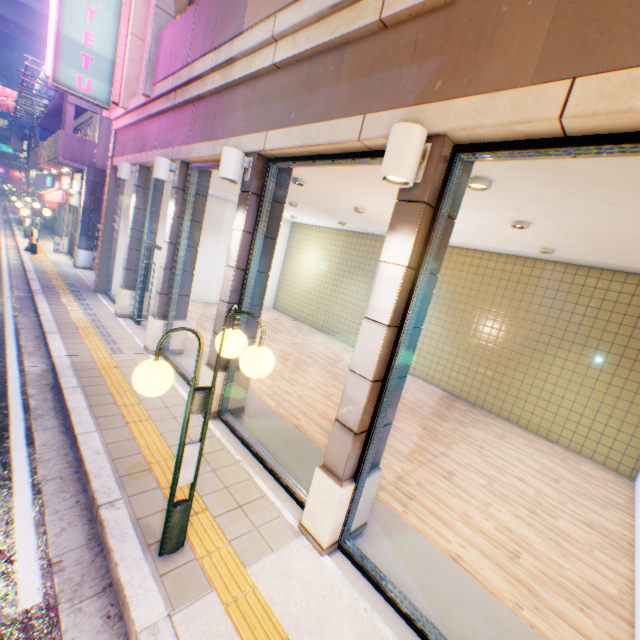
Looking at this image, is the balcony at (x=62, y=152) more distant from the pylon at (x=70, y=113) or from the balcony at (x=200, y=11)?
the balcony at (x=200, y=11)

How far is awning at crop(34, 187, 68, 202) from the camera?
18.6m

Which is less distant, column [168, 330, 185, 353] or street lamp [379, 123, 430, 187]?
street lamp [379, 123, 430, 187]

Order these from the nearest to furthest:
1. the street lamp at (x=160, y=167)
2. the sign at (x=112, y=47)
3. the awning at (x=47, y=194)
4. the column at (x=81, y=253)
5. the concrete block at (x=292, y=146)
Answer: the concrete block at (x=292, y=146), the street lamp at (x=160, y=167), the sign at (x=112, y=47), the column at (x=81, y=253), the awning at (x=47, y=194)

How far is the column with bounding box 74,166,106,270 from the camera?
13.7 meters

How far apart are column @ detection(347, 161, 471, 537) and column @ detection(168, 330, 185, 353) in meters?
5.3

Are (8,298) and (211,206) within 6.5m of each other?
no

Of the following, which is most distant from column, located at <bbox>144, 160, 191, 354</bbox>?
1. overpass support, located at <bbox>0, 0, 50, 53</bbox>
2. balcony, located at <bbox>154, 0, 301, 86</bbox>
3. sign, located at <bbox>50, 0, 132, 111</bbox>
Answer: overpass support, located at <bbox>0, 0, 50, 53</bbox>
